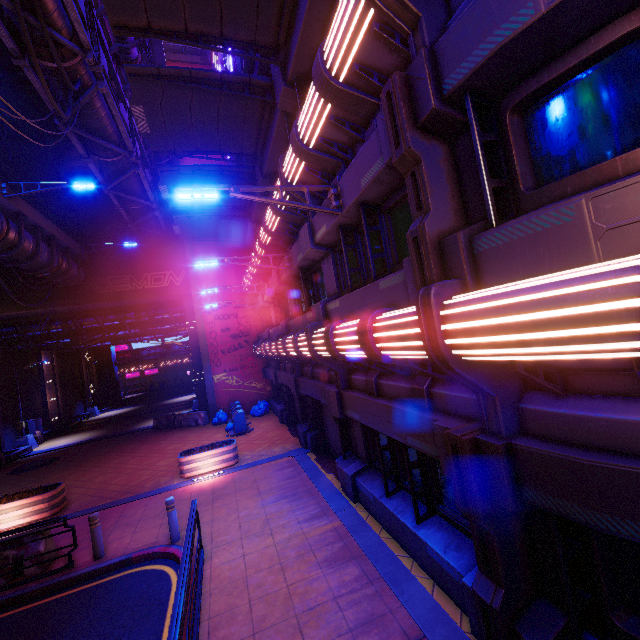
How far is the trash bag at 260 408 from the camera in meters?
20.9 m

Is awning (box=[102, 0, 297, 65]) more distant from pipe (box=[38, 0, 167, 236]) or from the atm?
the atm

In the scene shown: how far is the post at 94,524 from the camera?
7.9m

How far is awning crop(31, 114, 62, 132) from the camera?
18.0 meters

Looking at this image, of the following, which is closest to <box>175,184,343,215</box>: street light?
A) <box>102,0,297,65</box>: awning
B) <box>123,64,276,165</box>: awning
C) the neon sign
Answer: <box>102,0,297,65</box>: awning

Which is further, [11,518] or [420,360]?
[11,518]

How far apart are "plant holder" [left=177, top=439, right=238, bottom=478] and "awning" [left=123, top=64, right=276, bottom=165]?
11.49m

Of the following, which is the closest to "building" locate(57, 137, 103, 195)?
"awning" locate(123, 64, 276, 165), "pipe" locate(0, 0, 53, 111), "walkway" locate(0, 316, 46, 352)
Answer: "pipe" locate(0, 0, 53, 111)
